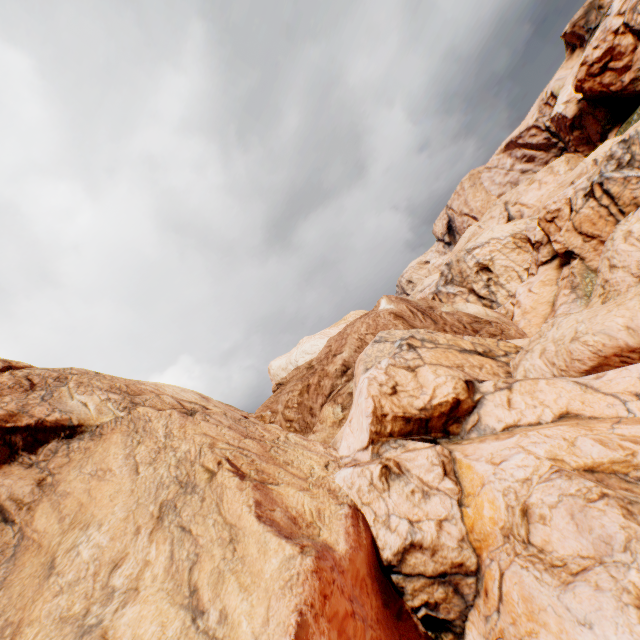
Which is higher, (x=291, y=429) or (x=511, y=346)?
(x=291, y=429)
